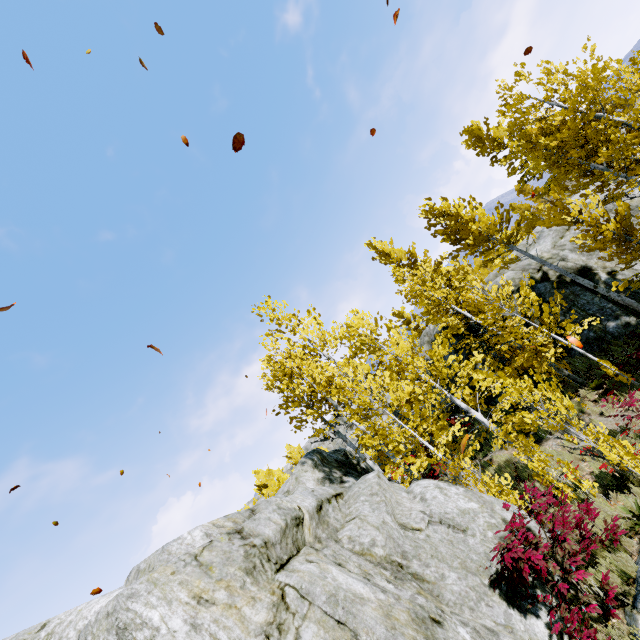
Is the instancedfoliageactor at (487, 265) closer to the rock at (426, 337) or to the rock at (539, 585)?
the rock at (539, 585)

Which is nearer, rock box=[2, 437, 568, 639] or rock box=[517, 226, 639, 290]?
rock box=[2, 437, 568, 639]

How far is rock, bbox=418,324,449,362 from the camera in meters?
18.0

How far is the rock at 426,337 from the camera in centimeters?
1802cm

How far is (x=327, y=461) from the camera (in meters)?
14.98

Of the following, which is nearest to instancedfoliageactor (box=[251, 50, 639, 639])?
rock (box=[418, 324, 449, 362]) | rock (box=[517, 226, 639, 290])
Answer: rock (box=[517, 226, 639, 290])

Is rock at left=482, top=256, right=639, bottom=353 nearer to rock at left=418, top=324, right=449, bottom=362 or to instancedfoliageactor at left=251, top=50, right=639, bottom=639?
instancedfoliageactor at left=251, top=50, right=639, bottom=639

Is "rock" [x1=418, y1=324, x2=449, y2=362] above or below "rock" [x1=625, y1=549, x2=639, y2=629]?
above
